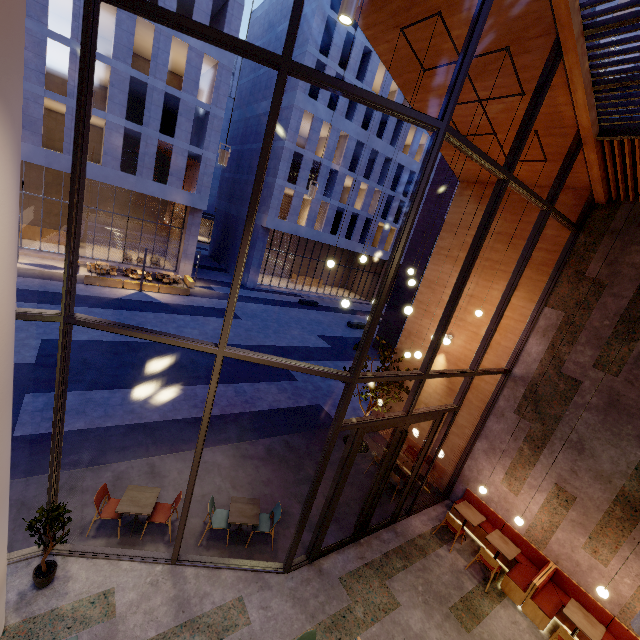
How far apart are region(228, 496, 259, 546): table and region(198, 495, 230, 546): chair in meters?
0.2

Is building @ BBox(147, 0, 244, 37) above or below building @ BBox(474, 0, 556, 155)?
above

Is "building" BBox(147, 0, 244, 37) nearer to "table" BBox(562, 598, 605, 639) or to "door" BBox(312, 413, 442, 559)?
"door" BBox(312, 413, 442, 559)

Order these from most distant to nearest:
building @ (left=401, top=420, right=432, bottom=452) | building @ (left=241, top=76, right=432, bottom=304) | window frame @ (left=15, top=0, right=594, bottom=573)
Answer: building @ (left=241, top=76, right=432, bottom=304), building @ (left=401, top=420, right=432, bottom=452), window frame @ (left=15, top=0, right=594, bottom=573)

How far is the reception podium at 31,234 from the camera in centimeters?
2406cm

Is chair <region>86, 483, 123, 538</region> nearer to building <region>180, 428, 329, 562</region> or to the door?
building <region>180, 428, 329, 562</region>

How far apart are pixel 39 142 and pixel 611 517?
30.2 meters

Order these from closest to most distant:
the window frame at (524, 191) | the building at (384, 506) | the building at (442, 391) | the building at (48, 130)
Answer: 1. the window frame at (524, 191)
2. the building at (384, 506)
3. the building at (442, 391)
4. the building at (48, 130)
